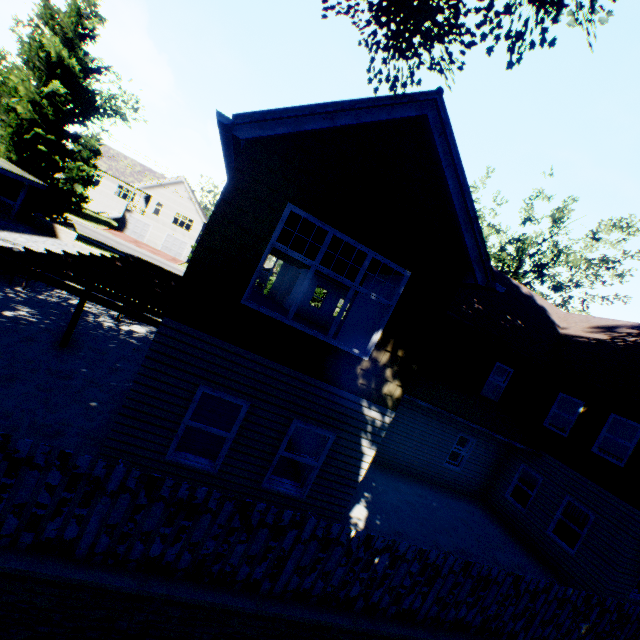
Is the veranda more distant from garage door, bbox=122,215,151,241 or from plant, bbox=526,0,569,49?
garage door, bbox=122,215,151,241

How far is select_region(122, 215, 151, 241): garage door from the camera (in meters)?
46.41

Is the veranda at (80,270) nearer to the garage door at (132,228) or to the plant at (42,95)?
the plant at (42,95)

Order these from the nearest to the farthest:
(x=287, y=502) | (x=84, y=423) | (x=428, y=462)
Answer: (x=287, y=502), (x=84, y=423), (x=428, y=462)

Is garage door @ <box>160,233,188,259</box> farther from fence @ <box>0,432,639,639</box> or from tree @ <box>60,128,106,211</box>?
fence @ <box>0,432,639,639</box>

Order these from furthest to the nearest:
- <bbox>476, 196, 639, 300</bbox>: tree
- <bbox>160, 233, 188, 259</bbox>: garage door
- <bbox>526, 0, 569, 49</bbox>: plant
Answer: <bbox>160, 233, 188, 259</bbox>: garage door → <bbox>476, 196, 639, 300</bbox>: tree → <bbox>526, 0, 569, 49</bbox>: plant

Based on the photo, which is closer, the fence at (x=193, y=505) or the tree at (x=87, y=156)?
the fence at (x=193, y=505)

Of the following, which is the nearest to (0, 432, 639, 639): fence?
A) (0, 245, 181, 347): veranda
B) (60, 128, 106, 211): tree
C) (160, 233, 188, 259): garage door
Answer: (0, 245, 181, 347): veranda
